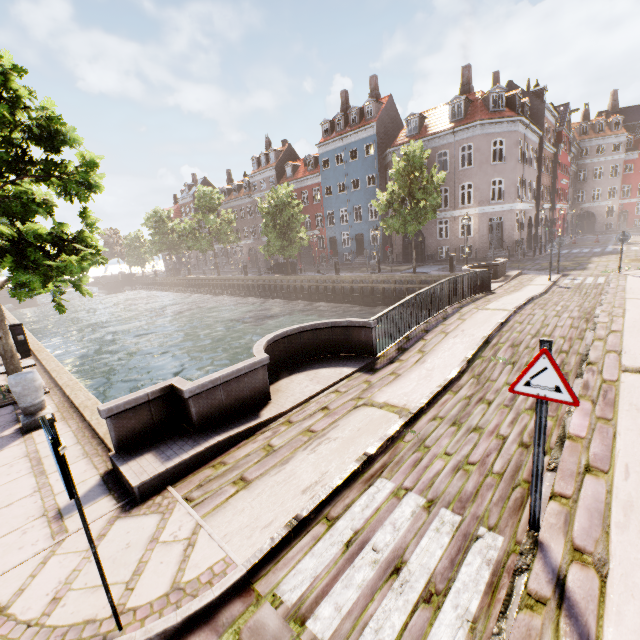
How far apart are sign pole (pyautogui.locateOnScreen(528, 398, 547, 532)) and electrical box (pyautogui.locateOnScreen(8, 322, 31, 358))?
15.4m

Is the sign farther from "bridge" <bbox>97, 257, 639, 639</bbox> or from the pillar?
the pillar

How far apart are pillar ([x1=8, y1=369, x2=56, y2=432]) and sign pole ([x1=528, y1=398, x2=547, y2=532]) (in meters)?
8.19

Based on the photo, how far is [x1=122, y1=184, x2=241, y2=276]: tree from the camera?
39.31m

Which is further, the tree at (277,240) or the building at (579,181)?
the tree at (277,240)

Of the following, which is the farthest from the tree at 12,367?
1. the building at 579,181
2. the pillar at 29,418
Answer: the building at 579,181

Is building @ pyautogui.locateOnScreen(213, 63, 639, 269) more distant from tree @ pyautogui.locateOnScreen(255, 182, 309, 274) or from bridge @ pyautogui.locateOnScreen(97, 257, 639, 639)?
bridge @ pyautogui.locateOnScreen(97, 257, 639, 639)

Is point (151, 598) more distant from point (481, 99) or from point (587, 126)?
point (587, 126)
